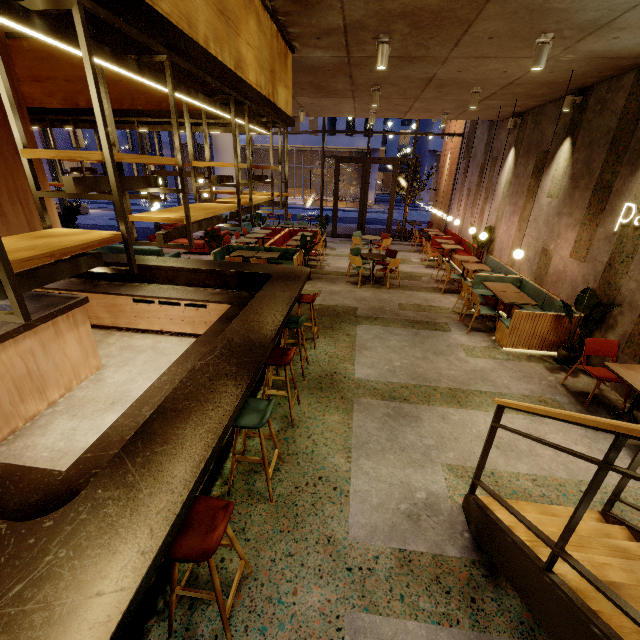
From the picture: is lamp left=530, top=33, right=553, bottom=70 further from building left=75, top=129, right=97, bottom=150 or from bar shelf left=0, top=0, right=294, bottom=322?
building left=75, top=129, right=97, bottom=150

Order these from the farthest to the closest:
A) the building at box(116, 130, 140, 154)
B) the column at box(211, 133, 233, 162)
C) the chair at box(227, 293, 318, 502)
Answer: the building at box(116, 130, 140, 154), the column at box(211, 133, 233, 162), the chair at box(227, 293, 318, 502)

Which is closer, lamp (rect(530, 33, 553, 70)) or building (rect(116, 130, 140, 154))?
lamp (rect(530, 33, 553, 70))

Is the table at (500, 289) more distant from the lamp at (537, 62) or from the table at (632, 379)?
the lamp at (537, 62)

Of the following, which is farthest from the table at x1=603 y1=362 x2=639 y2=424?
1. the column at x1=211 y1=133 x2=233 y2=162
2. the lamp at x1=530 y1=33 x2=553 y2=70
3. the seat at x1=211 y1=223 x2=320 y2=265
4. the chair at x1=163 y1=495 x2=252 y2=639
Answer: the column at x1=211 y1=133 x2=233 y2=162

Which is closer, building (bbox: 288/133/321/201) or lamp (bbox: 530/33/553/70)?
lamp (bbox: 530/33/553/70)

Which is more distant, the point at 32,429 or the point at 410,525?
the point at 32,429

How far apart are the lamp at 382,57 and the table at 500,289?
4.6 meters
